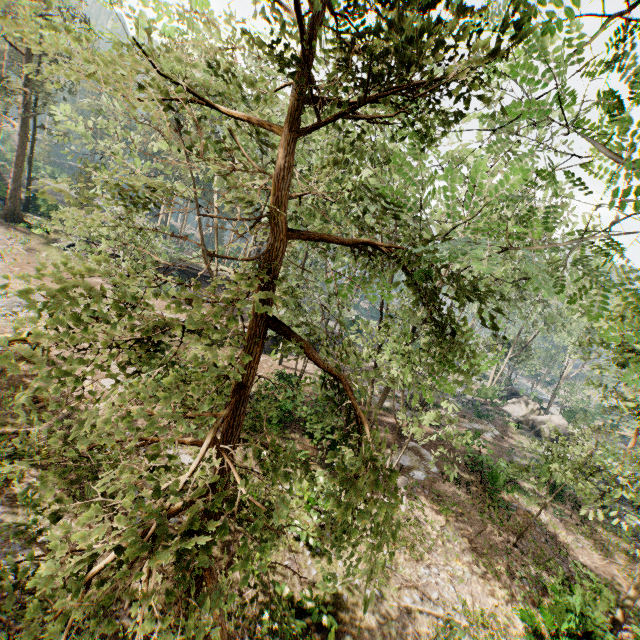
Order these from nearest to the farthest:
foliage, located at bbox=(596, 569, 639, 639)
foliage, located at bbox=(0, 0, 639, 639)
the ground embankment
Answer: foliage, located at bbox=(0, 0, 639, 639)
foliage, located at bbox=(596, 569, 639, 639)
the ground embankment

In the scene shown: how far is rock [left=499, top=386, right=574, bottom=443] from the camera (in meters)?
31.19

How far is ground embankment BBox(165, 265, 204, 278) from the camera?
34.7 meters

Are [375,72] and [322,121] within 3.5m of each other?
yes

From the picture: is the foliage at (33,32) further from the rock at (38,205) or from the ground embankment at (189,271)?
the ground embankment at (189,271)

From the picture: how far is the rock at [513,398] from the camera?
31.2 meters

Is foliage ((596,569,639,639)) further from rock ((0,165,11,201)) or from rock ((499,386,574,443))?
rock ((499,386,574,443))
